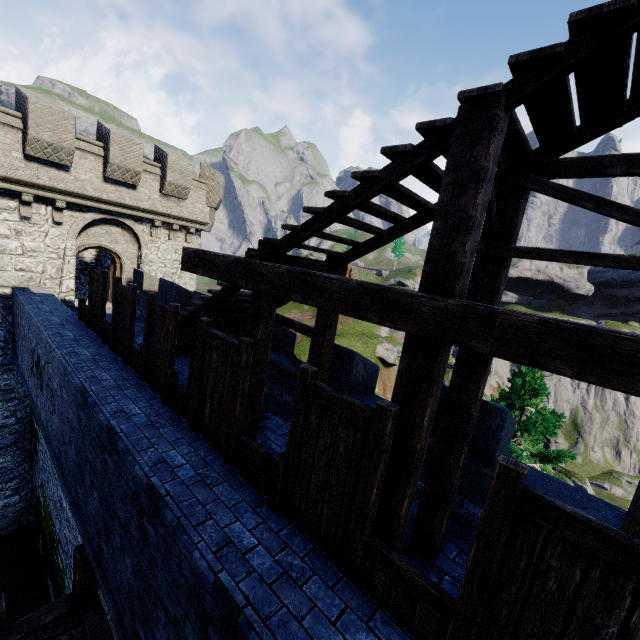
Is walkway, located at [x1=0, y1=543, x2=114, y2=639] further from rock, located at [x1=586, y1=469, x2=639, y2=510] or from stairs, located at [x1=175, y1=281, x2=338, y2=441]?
rock, located at [x1=586, y1=469, x2=639, y2=510]

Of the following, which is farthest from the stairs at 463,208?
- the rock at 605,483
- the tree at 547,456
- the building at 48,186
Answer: the rock at 605,483

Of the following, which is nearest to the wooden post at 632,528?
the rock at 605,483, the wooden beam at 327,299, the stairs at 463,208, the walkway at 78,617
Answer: the stairs at 463,208

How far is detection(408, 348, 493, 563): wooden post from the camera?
4.0 meters

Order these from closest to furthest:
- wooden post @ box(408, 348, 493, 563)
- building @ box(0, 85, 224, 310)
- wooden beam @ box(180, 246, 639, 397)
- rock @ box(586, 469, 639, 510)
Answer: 1. wooden beam @ box(180, 246, 639, 397)
2. wooden post @ box(408, 348, 493, 563)
3. building @ box(0, 85, 224, 310)
4. rock @ box(586, 469, 639, 510)

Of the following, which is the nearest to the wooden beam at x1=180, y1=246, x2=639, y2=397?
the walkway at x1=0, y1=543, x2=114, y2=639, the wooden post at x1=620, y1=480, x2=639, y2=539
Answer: the wooden post at x1=620, y1=480, x2=639, y2=539

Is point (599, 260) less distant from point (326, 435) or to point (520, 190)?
point (520, 190)

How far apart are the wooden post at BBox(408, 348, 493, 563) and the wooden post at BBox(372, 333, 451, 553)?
1.07m
